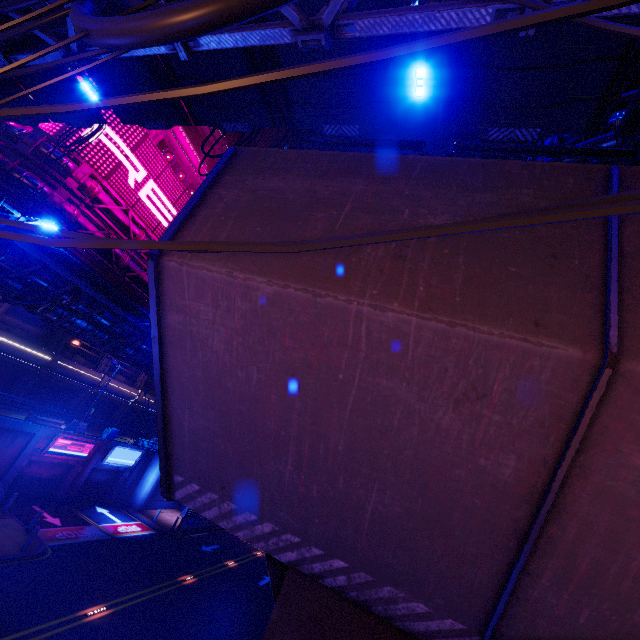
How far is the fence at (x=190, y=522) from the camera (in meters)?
28.20

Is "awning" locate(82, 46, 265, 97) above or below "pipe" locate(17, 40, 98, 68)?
above

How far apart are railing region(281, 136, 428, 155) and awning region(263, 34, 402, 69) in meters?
3.9 m

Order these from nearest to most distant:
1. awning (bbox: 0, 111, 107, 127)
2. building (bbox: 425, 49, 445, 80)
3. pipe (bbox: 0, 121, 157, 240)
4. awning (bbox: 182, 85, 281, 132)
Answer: awning (bbox: 182, 85, 281, 132) < awning (bbox: 0, 111, 107, 127) < pipe (bbox: 0, 121, 157, 240) < building (bbox: 425, 49, 445, 80)

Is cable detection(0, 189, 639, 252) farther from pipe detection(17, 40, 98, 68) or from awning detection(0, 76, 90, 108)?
awning detection(0, 76, 90, 108)

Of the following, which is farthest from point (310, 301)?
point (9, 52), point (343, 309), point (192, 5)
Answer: point (9, 52)

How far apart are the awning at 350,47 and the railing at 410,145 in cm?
392

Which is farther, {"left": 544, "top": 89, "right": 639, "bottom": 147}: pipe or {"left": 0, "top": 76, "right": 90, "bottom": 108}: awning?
{"left": 0, "top": 76, "right": 90, "bottom": 108}: awning
